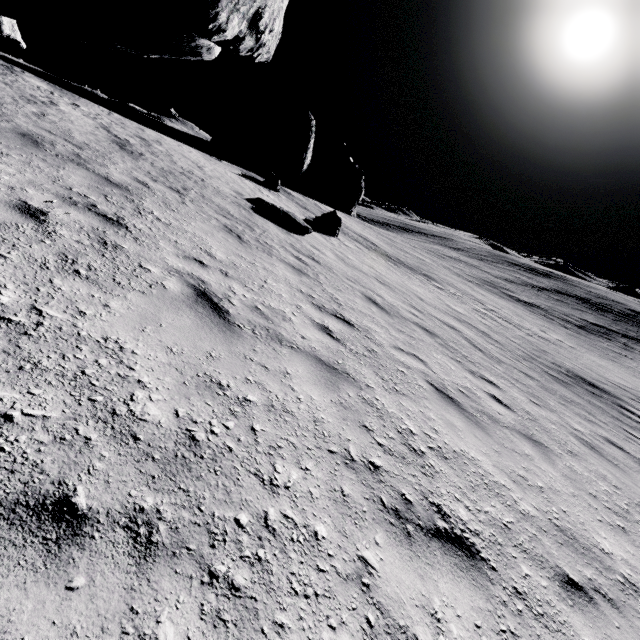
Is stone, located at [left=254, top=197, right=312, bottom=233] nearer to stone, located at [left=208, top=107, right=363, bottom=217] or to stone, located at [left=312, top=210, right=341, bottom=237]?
stone, located at [left=312, top=210, right=341, bottom=237]

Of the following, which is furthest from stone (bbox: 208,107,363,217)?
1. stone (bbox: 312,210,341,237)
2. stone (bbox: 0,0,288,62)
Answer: stone (bbox: 0,0,288,62)

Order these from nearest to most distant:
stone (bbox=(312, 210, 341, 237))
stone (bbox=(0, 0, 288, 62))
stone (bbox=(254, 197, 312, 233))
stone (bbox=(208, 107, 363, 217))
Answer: stone (bbox=(0, 0, 288, 62))
stone (bbox=(254, 197, 312, 233))
stone (bbox=(312, 210, 341, 237))
stone (bbox=(208, 107, 363, 217))

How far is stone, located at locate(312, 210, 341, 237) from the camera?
17.30m

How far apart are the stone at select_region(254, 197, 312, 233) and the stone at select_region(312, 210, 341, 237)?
3.64m

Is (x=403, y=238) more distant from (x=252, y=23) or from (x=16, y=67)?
(x=252, y=23)

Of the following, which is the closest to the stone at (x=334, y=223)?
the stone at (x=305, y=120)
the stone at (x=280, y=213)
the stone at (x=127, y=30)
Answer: the stone at (x=280, y=213)
